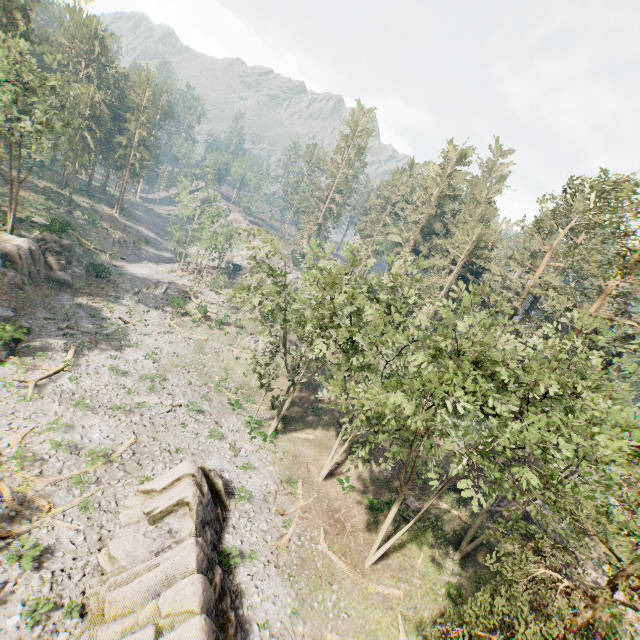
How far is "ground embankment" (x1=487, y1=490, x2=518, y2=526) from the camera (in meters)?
30.12

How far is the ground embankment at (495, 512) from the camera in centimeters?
3012cm

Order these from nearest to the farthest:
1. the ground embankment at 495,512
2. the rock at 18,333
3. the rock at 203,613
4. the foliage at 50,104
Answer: the rock at 203,613
the rock at 18,333
the foliage at 50,104
the ground embankment at 495,512

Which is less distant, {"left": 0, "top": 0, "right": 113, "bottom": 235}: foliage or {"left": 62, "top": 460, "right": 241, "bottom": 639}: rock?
{"left": 62, "top": 460, "right": 241, "bottom": 639}: rock

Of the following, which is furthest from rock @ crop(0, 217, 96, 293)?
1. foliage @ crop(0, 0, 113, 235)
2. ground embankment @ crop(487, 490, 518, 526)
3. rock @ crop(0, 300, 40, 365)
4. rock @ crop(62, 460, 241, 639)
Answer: ground embankment @ crop(487, 490, 518, 526)

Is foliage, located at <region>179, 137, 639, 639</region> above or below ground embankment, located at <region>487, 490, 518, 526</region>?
above

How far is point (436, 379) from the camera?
12.57m

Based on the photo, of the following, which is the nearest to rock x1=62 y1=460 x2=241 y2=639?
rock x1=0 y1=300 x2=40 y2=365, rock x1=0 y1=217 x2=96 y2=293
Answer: rock x1=0 y1=300 x2=40 y2=365
